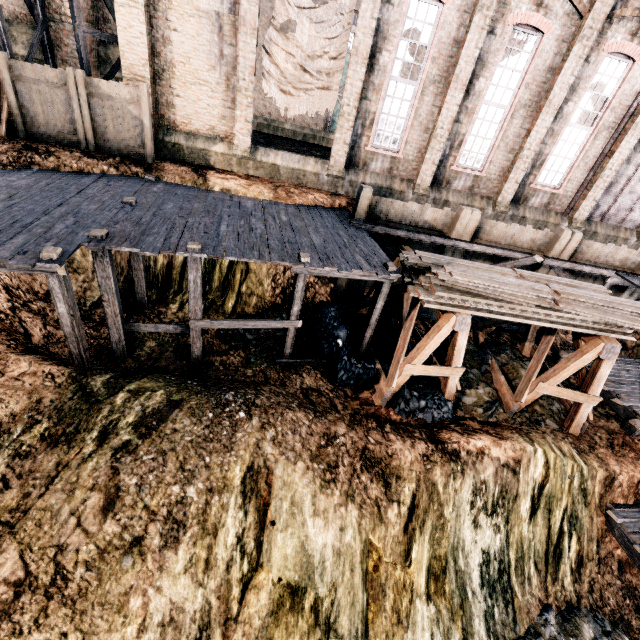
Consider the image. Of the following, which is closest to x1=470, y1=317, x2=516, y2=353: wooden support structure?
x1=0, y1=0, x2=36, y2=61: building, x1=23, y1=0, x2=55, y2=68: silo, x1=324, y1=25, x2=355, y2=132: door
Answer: x1=0, y1=0, x2=36, y2=61: building

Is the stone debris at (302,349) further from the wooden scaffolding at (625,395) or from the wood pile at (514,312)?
the wooden scaffolding at (625,395)

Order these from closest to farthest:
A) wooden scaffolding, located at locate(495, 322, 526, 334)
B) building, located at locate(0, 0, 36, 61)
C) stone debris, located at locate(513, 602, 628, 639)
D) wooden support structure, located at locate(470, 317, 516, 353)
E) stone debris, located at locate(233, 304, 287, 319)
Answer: stone debris, located at locate(513, 602, 628, 639), stone debris, located at locate(233, 304, 287, 319), wooden support structure, located at locate(470, 317, 516, 353), building, located at locate(0, 0, 36, 61), wooden scaffolding, located at locate(495, 322, 526, 334)

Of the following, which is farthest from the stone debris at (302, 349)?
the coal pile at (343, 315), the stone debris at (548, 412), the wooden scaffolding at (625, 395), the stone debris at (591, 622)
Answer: the wooden scaffolding at (625, 395)

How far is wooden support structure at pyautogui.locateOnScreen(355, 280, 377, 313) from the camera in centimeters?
1374cm

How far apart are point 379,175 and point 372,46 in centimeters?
508cm

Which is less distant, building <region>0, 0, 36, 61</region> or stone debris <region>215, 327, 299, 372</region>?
stone debris <region>215, 327, 299, 372</region>

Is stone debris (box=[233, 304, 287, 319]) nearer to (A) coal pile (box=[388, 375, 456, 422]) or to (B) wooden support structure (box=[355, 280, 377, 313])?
(A) coal pile (box=[388, 375, 456, 422])
